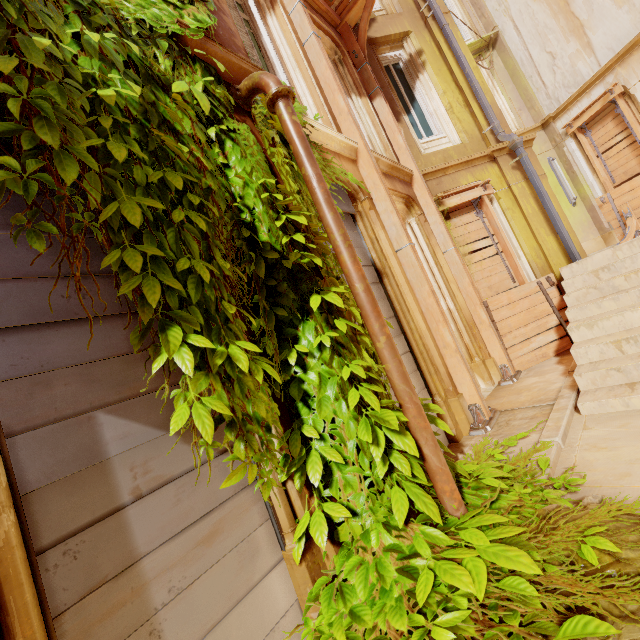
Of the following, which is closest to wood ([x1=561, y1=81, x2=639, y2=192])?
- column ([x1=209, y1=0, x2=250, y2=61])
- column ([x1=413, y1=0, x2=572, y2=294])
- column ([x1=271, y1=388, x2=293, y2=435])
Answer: column ([x1=413, y1=0, x2=572, y2=294])

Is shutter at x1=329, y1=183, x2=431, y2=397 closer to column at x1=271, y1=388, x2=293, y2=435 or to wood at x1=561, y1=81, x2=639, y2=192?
Answer: column at x1=271, y1=388, x2=293, y2=435

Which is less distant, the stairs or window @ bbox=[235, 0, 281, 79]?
the stairs

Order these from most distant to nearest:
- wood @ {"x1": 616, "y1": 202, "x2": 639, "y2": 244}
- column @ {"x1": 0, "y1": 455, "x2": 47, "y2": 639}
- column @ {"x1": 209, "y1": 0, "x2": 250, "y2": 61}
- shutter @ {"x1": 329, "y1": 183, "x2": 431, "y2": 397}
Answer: wood @ {"x1": 616, "y1": 202, "x2": 639, "y2": 244} < shutter @ {"x1": 329, "y1": 183, "x2": 431, "y2": 397} < column @ {"x1": 209, "y1": 0, "x2": 250, "y2": 61} < column @ {"x1": 0, "y1": 455, "x2": 47, "y2": 639}

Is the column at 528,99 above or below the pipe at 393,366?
above

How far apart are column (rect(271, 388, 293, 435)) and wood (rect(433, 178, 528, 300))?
5.6 meters

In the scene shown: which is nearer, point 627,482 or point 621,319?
point 627,482

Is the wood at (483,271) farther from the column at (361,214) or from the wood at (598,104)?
the wood at (598,104)
